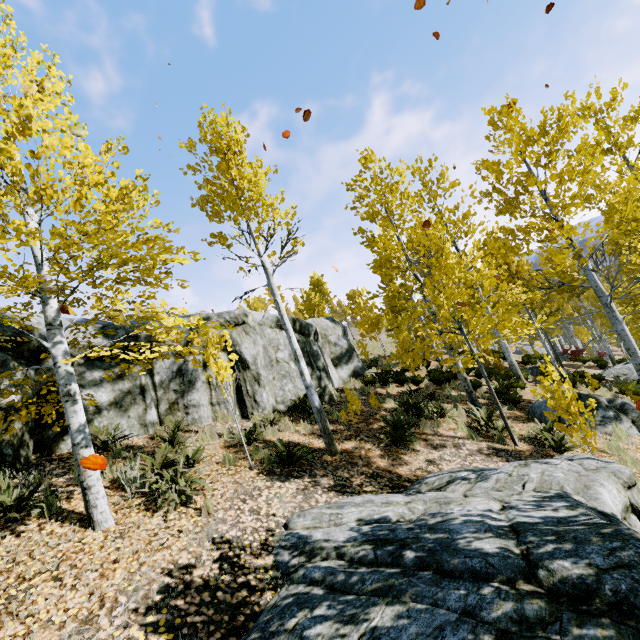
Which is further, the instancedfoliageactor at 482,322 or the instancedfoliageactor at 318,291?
the instancedfoliageactor at 318,291

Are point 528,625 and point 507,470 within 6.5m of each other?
yes

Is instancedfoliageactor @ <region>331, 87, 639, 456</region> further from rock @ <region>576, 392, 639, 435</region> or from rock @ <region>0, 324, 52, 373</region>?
rock @ <region>576, 392, 639, 435</region>

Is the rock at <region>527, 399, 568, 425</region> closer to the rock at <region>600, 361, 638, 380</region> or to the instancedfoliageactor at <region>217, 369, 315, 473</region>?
the instancedfoliageactor at <region>217, 369, 315, 473</region>

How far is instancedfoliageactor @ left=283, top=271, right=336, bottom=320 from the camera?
25.36m

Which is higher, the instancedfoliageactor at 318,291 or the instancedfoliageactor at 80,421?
the instancedfoliageactor at 318,291

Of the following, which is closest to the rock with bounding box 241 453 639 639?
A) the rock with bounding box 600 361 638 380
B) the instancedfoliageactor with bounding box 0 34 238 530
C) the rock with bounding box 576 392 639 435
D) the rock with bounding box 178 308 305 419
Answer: the instancedfoliageactor with bounding box 0 34 238 530

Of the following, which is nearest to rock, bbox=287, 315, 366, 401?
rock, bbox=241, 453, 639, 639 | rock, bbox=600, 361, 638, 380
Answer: rock, bbox=241, 453, 639, 639
